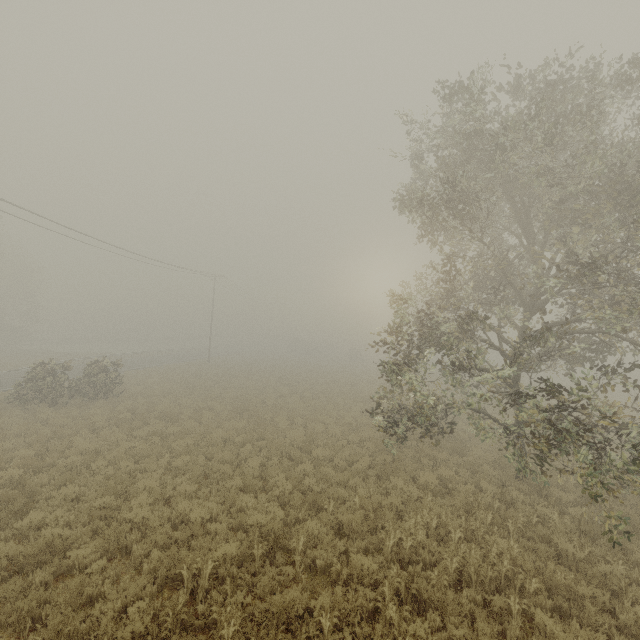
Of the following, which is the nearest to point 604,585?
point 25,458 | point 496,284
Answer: point 496,284

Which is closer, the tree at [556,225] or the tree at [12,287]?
the tree at [556,225]

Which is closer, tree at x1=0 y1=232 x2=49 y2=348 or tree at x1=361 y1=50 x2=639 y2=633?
tree at x1=361 y1=50 x2=639 y2=633
